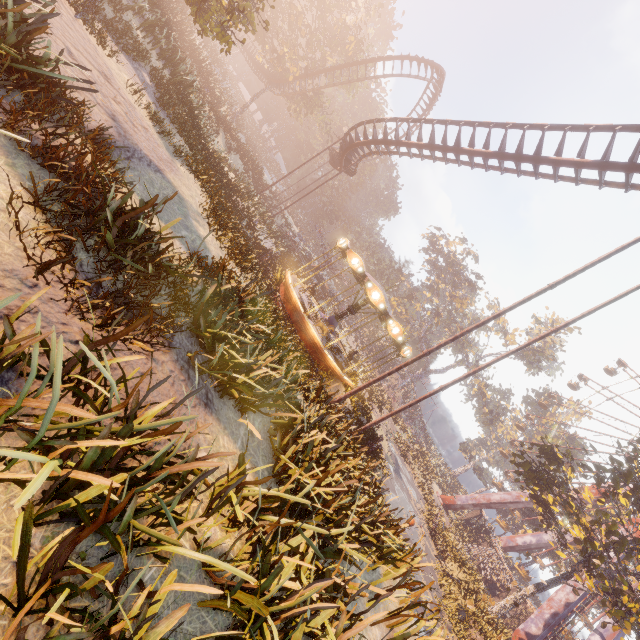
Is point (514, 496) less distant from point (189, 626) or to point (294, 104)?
point (189, 626)

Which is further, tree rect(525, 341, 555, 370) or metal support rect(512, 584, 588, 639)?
tree rect(525, 341, 555, 370)

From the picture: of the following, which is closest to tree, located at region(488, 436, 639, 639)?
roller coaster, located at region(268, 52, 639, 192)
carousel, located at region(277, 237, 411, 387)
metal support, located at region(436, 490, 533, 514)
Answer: metal support, located at region(436, 490, 533, 514)

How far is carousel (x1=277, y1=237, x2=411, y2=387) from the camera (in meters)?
15.50

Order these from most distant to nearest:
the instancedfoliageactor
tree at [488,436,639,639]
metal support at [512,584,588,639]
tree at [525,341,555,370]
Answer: tree at [525,341,555,370]
metal support at [512,584,588,639]
tree at [488,436,639,639]
the instancedfoliageactor

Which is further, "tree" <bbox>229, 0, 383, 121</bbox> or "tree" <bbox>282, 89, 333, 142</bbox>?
"tree" <bbox>282, 89, 333, 142</bbox>

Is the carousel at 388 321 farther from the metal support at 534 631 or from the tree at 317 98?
the metal support at 534 631

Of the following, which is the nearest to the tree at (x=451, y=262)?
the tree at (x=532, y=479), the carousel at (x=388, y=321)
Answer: the carousel at (x=388, y=321)
